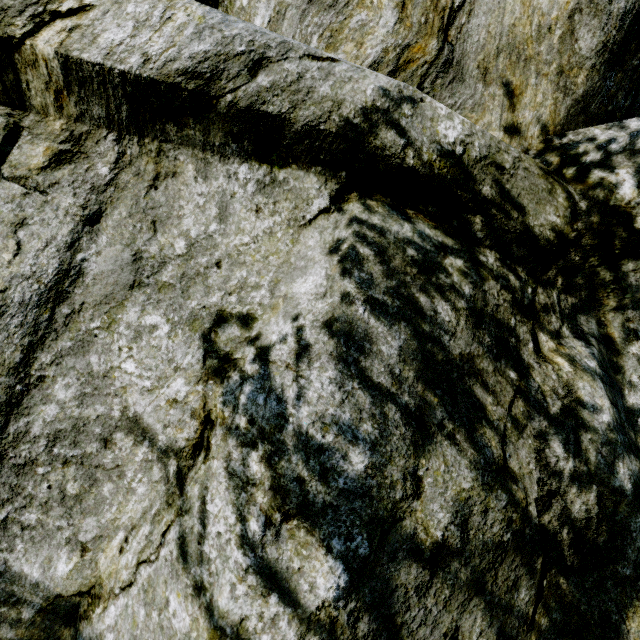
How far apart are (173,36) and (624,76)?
2.9 meters
